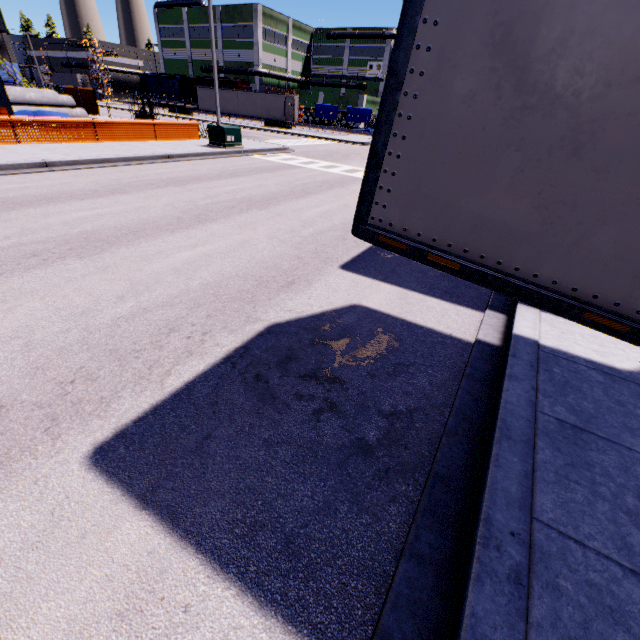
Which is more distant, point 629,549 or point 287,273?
point 287,273

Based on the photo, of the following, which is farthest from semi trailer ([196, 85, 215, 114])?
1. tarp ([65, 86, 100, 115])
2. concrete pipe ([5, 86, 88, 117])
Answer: concrete pipe ([5, 86, 88, 117])

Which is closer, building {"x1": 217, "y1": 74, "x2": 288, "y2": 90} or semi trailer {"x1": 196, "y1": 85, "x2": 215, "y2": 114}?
semi trailer {"x1": 196, "y1": 85, "x2": 215, "y2": 114}

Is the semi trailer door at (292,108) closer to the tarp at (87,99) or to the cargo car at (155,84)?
the cargo car at (155,84)

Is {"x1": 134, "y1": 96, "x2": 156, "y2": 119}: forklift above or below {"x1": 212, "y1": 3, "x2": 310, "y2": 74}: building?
below

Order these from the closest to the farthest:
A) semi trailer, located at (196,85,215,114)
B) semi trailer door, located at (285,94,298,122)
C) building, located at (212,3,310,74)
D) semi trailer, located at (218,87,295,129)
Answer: semi trailer door, located at (285,94,298,122) < semi trailer, located at (218,87,295,129) < semi trailer, located at (196,85,215,114) < building, located at (212,3,310,74)

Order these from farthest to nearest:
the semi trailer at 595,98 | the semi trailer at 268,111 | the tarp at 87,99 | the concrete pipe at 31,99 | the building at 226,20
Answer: the building at 226,20, the semi trailer at 268,111, the tarp at 87,99, the concrete pipe at 31,99, the semi trailer at 595,98

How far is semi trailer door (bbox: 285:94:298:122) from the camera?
37.2 meters
